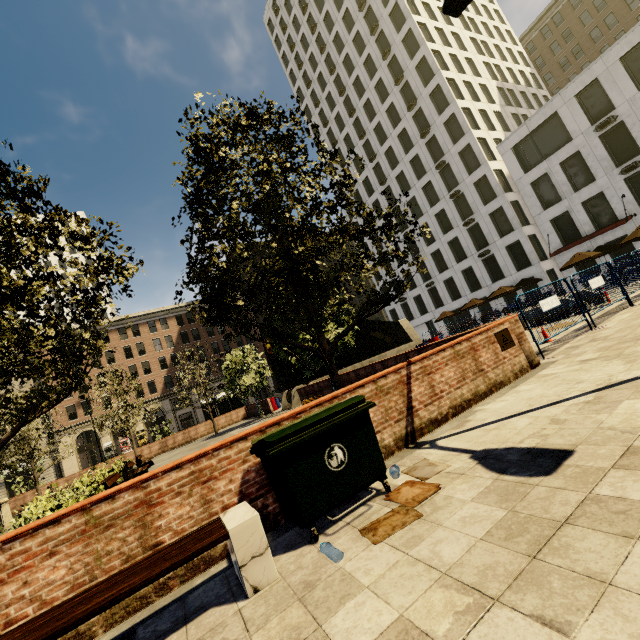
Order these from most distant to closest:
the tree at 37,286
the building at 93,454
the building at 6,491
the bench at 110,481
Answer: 1. the building at 93,454
2. the building at 6,491
3. the bench at 110,481
4. the tree at 37,286

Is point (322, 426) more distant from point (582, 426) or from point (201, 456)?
point (582, 426)

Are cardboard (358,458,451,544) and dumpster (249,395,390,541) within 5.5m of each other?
yes

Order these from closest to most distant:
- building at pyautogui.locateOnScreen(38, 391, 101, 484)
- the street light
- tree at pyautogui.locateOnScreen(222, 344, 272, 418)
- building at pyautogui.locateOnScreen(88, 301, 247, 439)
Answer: the street light → tree at pyautogui.locateOnScreen(222, 344, 272, 418) → building at pyautogui.locateOnScreen(38, 391, 101, 484) → building at pyautogui.locateOnScreen(88, 301, 247, 439)

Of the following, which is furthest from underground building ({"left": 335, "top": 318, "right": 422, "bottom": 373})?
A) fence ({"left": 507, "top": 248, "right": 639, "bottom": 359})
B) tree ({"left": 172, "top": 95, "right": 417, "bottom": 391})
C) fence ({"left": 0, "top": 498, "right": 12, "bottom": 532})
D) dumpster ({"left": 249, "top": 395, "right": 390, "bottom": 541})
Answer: dumpster ({"left": 249, "top": 395, "right": 390, "bottom": 541})

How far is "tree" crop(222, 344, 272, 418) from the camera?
24.0m

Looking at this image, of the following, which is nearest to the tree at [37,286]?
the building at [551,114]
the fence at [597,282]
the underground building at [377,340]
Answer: the underground building at [377,340]

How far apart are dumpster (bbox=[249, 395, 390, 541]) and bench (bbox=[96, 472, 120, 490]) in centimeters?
838cm
